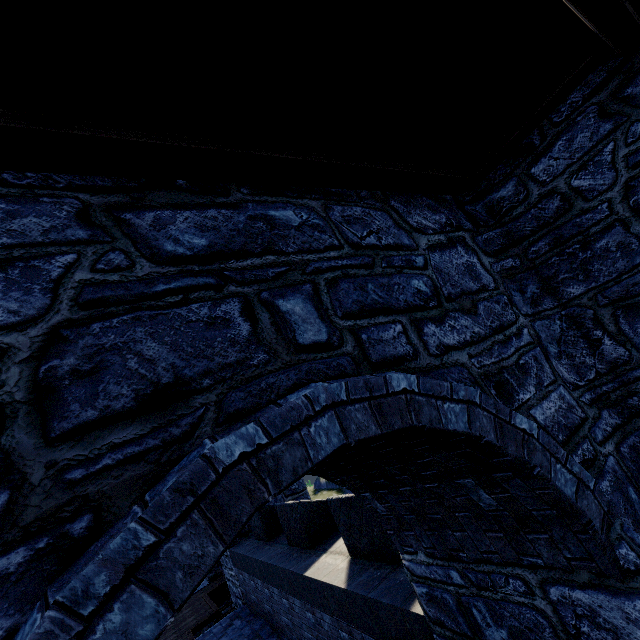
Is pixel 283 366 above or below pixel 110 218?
below
